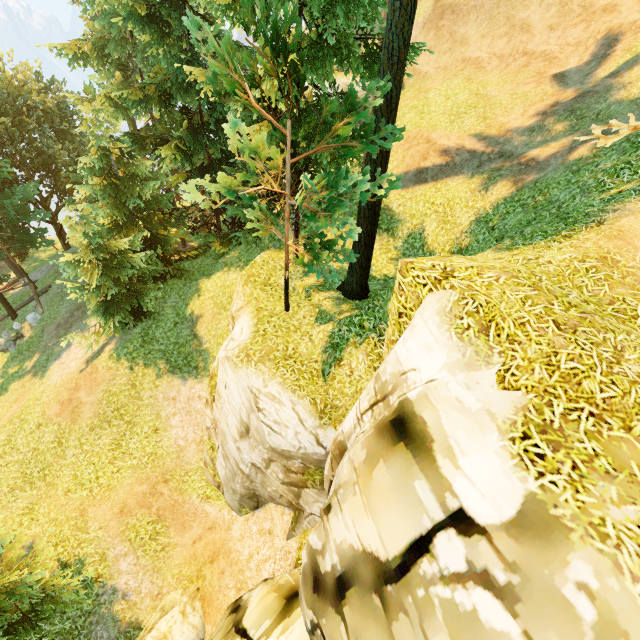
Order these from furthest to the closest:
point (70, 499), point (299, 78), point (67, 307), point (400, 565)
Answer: point (67, 307)
point (70, 499)
point (299, 78)
point (400, 565)

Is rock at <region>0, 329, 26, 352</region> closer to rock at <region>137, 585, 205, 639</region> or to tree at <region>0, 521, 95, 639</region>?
tree at <region>0, 521, 95, 639</region>

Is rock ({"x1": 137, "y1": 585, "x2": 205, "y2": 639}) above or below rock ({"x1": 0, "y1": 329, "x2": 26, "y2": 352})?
above

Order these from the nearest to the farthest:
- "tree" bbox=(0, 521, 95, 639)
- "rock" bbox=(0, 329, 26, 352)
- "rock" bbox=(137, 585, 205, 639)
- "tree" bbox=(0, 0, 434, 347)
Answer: "tree" bbox=(0, 0, 434, 347) < "tree" bbox=(0, 521, 95, 639) < "rock" bbox=(137, 585, 205, 639) < "rock" bbox=(0, 329, 26, 352)

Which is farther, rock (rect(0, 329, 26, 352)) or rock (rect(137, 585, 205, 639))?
rock (rect(0, 329, 26, 352))

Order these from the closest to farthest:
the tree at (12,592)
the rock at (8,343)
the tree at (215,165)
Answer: the tree at (215,165) < the tree at (12,592) < the rock at (8,343)

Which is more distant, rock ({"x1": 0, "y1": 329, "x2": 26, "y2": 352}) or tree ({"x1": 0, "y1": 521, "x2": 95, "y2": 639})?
rock ({"x1": 0, "y1": 329, "x2": 26, "y2": 352})

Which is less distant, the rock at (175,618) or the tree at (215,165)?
the tree at (215,165)
